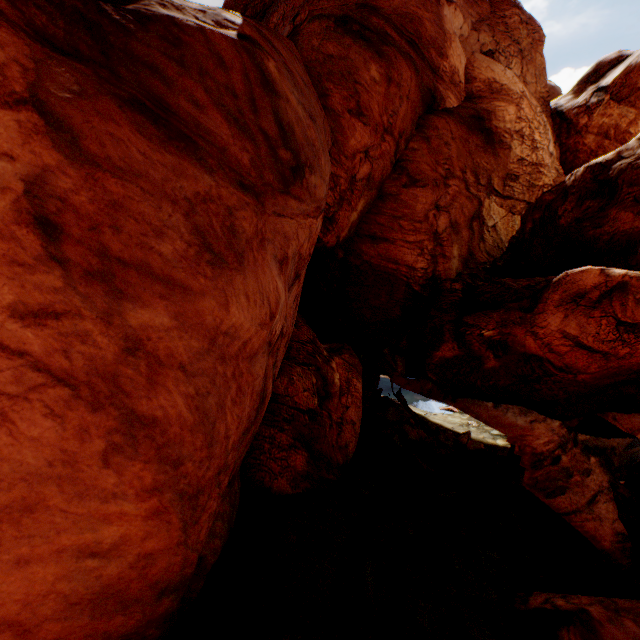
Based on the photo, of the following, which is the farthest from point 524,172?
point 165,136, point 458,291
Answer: point 165,136
